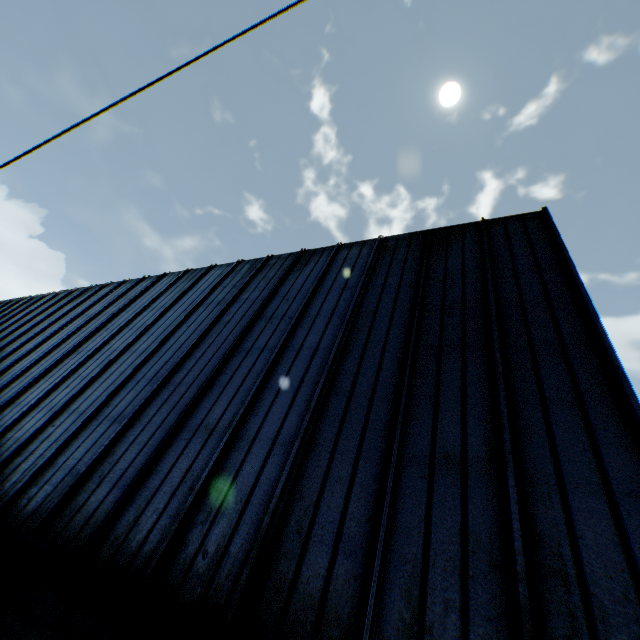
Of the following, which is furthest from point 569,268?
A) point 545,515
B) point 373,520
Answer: point 373,520
